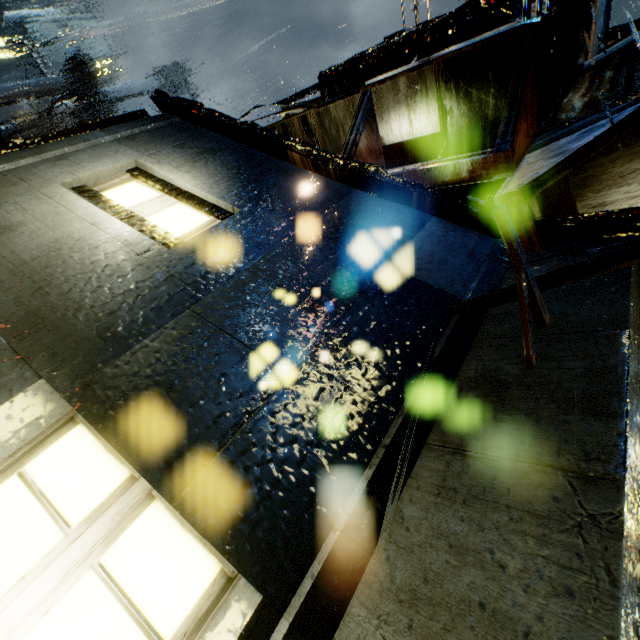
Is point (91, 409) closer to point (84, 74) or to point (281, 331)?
point (281, 331)
